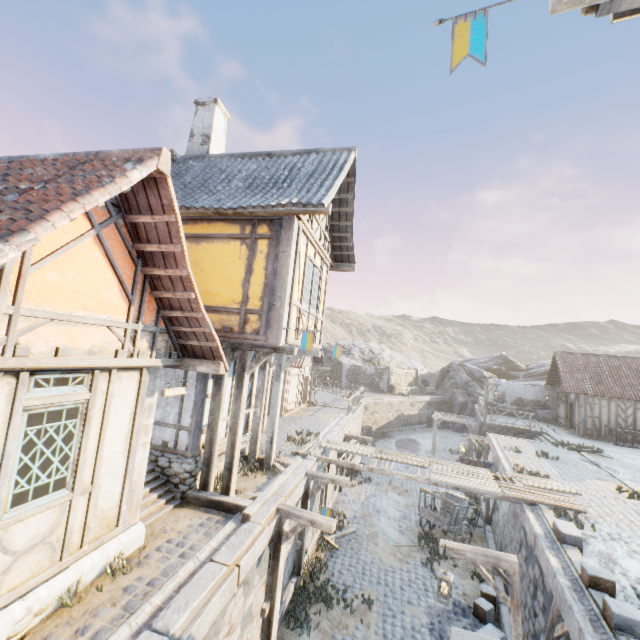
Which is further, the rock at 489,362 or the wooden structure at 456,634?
the rock at 489,362

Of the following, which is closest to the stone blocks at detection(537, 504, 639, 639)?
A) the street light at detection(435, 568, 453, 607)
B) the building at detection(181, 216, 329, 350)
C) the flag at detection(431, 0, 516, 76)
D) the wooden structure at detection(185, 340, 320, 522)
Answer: the wooden structure at detection(185, 340, 320, 522)

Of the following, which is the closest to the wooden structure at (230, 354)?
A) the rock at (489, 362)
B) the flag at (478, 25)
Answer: the flag at (478, 25)

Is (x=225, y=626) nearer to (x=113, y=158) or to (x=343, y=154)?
(x=113, y=158)

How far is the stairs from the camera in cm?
678

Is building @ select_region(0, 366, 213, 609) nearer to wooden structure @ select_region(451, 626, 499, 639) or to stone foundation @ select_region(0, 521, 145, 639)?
stone foundation @ select_region(0, 521, 145, 639)

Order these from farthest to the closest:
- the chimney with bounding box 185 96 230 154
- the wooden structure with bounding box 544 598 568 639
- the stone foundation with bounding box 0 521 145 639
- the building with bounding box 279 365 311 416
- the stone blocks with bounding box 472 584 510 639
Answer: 1. the building with bounding box 279 365 311 416
2. the chimney with bounding box 185 96 230 154
3. the stone blocks with bounding box 472 584 510 639
4. the wooden structure with bounding box 544 598 568 639
5. the stone foundation with bounding box 0 521 145 639

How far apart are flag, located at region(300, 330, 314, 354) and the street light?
5.5 meters
